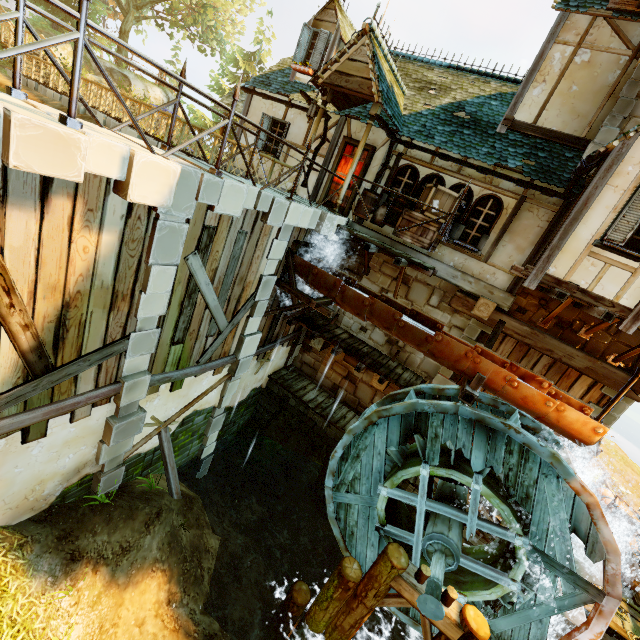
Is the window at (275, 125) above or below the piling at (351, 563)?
above

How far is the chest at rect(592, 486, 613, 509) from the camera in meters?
11.2

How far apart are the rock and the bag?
25.19m

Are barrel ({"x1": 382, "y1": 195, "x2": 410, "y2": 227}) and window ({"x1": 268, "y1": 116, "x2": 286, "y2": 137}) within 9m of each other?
yes

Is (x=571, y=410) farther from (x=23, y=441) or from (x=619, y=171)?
(x=23, y=441)

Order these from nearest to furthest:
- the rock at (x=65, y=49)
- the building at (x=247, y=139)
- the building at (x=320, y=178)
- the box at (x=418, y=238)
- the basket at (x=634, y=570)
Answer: the box at (x=418, y=238)
the basket at (x=634, y=570)
the building at (x=320, y=178)
the building at (x=247, y=139)
the rock at (x=65, y=49)

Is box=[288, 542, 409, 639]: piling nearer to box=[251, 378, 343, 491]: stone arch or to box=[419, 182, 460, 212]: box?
box=[251, 378, 343, 491]: stone arch

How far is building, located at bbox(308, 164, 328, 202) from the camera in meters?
11.0
